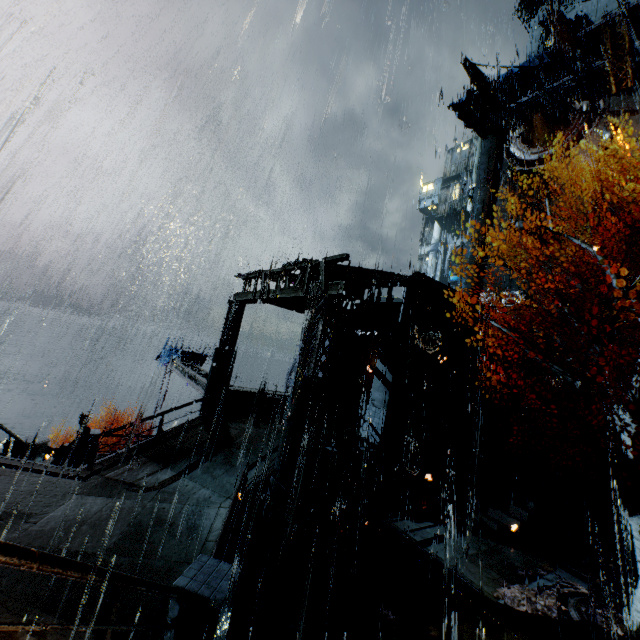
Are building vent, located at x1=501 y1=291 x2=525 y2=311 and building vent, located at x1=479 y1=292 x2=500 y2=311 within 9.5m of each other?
yes

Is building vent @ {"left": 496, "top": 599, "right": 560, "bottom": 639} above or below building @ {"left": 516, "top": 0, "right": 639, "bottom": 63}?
below

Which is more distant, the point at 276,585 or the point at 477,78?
the point at 477,78

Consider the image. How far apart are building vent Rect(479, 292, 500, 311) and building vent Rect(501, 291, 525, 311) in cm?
24

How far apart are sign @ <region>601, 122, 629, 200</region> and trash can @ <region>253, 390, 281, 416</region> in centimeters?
3085cm

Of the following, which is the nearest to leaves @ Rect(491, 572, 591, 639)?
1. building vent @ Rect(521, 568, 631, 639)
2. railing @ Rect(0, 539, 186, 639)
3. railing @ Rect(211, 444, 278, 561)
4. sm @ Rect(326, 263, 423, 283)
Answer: building vent @ Rect(521, 568, 631, 639)

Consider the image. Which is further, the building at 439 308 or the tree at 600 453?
the building at 439 308

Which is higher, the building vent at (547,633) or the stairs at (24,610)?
the stairs at (24,610)
